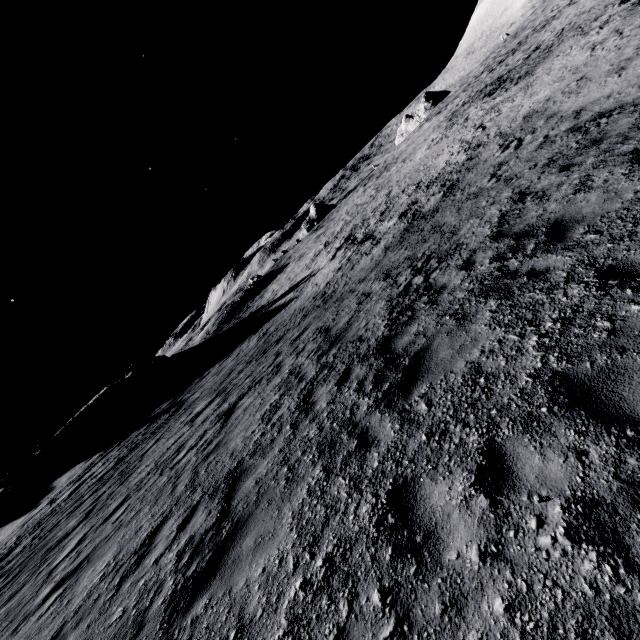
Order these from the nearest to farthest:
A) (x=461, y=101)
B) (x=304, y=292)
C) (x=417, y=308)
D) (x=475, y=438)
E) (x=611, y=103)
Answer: (x=475, y=438) < (x=417, y=308) < (x=611, y=103) < (x=304, y=292) < (x=461, y=101)
